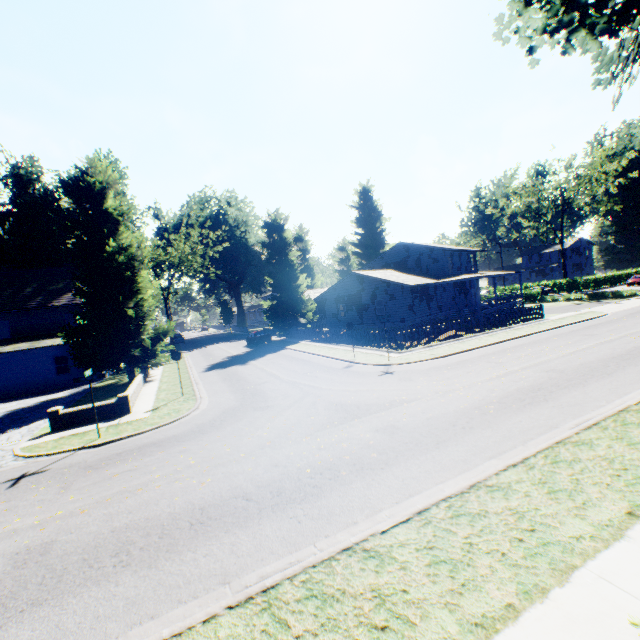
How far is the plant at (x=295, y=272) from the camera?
37.6m

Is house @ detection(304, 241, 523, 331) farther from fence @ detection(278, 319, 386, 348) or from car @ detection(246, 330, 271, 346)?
car @ detection(246, 330, 271, 346)

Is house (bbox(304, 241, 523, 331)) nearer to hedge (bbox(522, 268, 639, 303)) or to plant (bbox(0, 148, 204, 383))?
plant (bbox(0, 148, 204, 383))

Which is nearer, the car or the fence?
the fence

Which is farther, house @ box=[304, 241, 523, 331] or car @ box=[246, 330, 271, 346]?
car @ box=[246, 330, 271, 346]

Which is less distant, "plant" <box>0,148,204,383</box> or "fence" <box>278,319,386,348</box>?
"plant" <box>0,148,204,383</box>

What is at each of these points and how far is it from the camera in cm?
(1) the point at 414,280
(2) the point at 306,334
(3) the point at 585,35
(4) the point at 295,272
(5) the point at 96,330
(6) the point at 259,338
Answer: (1) house, 3162
(2) fence, 3534
(3) plant, 668
(4) plant, 3884
(5) plant, 2256
(6) car, 3597

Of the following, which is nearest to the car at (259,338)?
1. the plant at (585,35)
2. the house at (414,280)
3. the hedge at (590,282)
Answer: the plant at (585,35)
